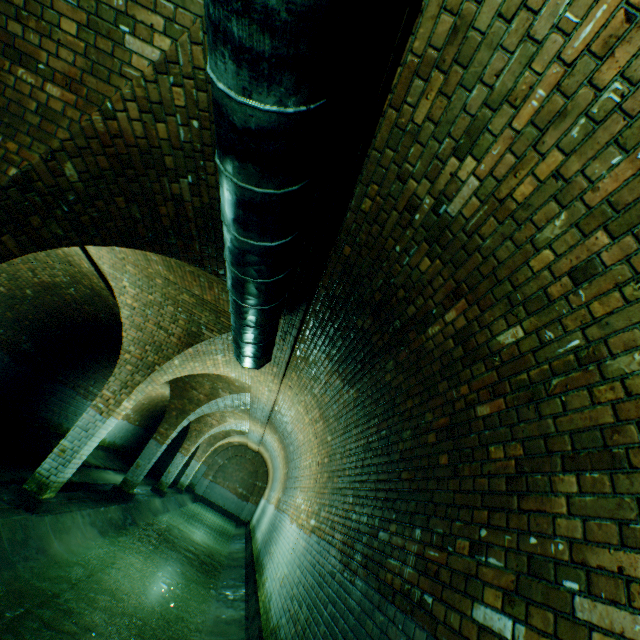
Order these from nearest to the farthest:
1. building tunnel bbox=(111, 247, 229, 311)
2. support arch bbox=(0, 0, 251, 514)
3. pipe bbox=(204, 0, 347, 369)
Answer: pipe bbox=(204, 0, 347, 369) → support arch bbox=(0, 0, 251, 514) → building tunnel bbox=(111, 247, 229, 311)

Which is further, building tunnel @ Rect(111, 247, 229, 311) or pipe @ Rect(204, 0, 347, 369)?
building tunnel @ Rect(111, 247, 229, 311)

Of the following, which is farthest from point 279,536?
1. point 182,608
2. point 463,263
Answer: point 463,263

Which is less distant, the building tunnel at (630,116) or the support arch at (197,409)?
the building tunnel at (630,116)

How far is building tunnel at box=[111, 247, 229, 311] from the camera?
5.5m

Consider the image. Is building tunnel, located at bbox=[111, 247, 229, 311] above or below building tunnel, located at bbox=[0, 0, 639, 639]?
above

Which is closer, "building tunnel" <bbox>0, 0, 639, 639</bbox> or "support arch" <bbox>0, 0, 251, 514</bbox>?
"building tunnel" <bbox>0, 0, 639, 639</bbox>

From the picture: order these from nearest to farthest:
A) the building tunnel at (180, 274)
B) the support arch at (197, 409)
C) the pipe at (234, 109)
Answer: the pipe at (234, 109) → the support arch at (197, 409) → the building tunnel at (180, 274)
